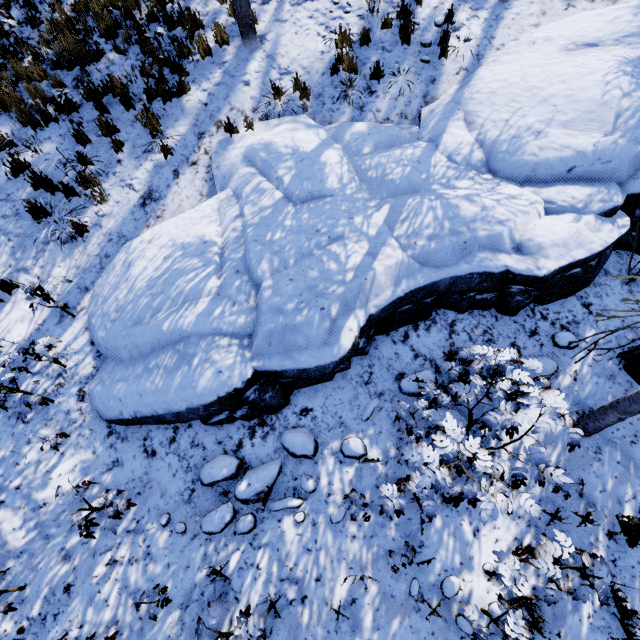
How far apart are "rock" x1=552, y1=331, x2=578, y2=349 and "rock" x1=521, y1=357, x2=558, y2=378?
0.24m

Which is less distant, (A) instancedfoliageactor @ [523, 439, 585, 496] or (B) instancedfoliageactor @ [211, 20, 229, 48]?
(A) instancedfoliageactor @ [523, 439, 585, 496]

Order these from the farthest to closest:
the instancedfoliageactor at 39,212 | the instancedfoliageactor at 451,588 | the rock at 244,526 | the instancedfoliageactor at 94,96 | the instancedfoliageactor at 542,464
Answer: the instancedfoliageactor at 94,96 < the instancedfoliageactor at 39,212 < the rock at 244,526 < the instancedfoliageactor at 451,588 < the instancedfoliageactor at 542,464

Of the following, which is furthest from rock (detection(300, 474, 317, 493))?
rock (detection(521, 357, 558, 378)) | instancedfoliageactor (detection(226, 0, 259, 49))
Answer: instancedfoliageactor (detection(226, 0, 259, 49))

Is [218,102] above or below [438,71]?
above

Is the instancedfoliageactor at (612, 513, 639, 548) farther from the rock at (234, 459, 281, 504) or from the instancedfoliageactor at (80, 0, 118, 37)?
the rock at (234, 459, 281, 504)

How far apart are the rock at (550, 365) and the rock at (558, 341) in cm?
24
